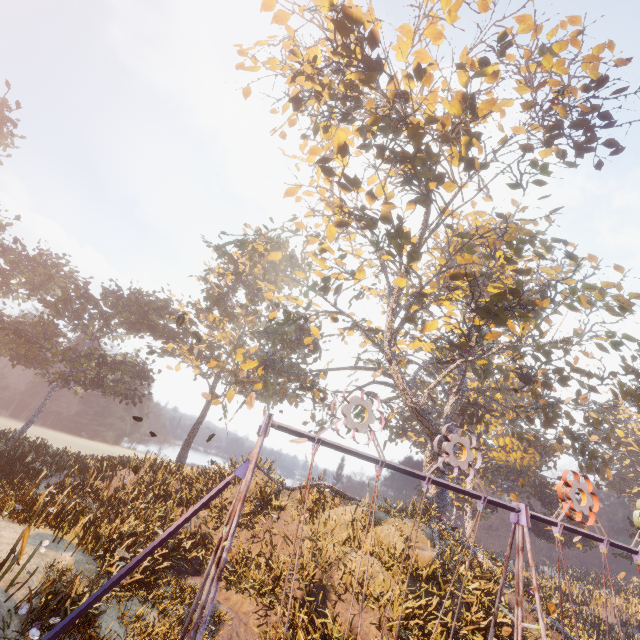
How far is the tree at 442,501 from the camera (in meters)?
21.91

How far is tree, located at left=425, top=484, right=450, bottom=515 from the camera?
21.9 meters

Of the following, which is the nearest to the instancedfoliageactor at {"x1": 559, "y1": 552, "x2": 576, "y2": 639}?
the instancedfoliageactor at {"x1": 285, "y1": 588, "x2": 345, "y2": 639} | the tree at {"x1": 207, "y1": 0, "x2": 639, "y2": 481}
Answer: the tree at {"x1": 207, "y1": 0, "x2": 639, "y2": 481}

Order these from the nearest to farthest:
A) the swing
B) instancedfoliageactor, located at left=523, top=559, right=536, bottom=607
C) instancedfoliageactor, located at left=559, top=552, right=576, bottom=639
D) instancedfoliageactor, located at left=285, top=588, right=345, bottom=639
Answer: the swing < instancedfoliageactor, located at left=285, top=588, right=345, bottom=639 < instancedfoliageactor, located at left=559, top=552, right=576, bottom=639 < instancedfoliageactor, located at left=523, top=559, right=536, bottom=607

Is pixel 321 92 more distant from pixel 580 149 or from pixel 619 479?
pixel 619 479

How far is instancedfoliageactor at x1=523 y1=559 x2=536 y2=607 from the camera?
16.2 meters

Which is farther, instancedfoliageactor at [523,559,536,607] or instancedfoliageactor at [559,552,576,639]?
instancedfoliageactor at [523,559,536,607]

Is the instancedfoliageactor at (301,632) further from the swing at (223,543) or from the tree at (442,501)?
the tree at (442,501)
